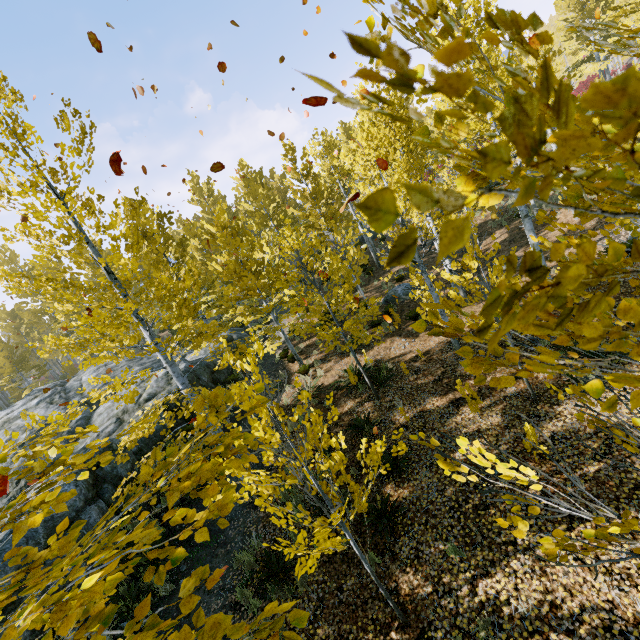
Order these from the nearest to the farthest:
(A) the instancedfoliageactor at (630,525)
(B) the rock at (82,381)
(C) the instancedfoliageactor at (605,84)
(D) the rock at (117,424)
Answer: (C) the instancedfoliageactor at (605,84) < (A) the instancedfoliageactor at (630,525) < (D) the rock at (117,424) < (B) the rock at (82,381)

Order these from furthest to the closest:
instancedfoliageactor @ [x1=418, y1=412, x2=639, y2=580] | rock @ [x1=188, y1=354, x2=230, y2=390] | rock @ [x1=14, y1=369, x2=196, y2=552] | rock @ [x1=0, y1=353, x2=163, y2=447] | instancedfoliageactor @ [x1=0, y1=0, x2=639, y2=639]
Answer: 1. rock @ [x1=0, y1=353, x2=163, y2=447]
2. rock @ [x1=188, y1=354, x2=230, y2=390]
3. rock @ [x1=14, y1=369, x2=196, y2=552]
4. instancedfoliageactor @ [x1=418, y1=412, x2=639, y2=580]
5. instancedfoliageactor @ [x1=0, y1=0, x2=639, y2=639]

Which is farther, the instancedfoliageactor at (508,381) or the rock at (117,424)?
the rock at (117,424)

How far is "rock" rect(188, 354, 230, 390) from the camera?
13.7 meters

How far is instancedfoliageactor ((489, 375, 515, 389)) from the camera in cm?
87

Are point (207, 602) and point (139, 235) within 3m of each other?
no

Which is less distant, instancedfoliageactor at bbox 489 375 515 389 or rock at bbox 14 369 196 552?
instancedfoliageactor at bbox 489 375 515 389
